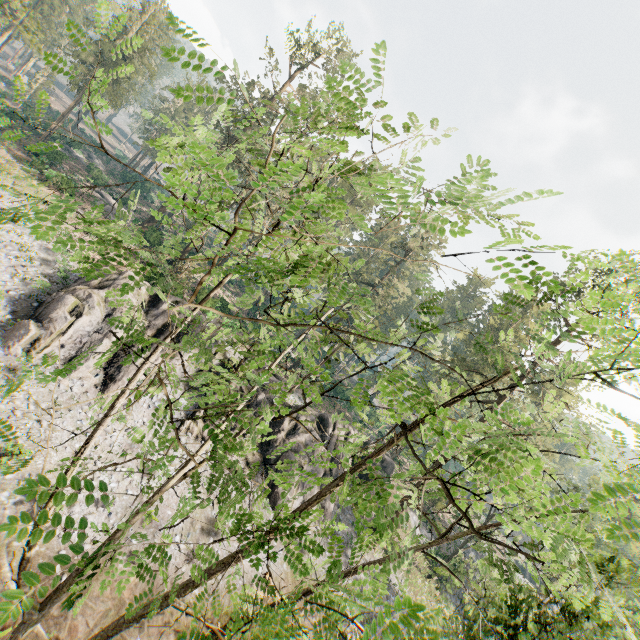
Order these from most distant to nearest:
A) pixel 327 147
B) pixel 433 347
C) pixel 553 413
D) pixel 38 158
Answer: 1. pixel 38 158
2. pixel 433 347
3. pixel 553 413
4. pixel 327 147

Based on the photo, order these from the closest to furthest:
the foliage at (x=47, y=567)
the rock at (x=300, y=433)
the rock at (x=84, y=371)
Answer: the foliage at (x=47, y=567) → the rock at (x=84, y=371) → the rock at (x=300, y=433)

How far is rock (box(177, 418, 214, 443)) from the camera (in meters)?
21.56

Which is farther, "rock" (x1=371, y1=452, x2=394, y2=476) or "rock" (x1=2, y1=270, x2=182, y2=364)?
"rock" (x1=371, y1=452, x2=394, y2=476)

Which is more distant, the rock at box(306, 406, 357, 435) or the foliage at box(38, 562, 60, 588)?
the rock at box(306, 406, 357, 435)

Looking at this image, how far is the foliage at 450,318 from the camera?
3.87m
